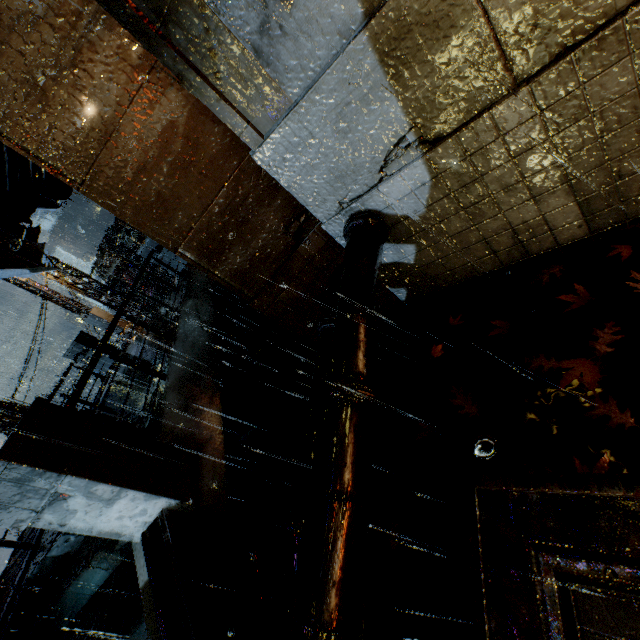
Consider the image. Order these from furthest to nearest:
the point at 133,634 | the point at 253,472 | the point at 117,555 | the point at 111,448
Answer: the point at 253,472 < the point at 117,555 < the point at 133,634 < the point at 111,448

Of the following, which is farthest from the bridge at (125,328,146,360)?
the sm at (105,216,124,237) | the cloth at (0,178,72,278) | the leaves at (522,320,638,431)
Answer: the sm at (105,216,124,237)

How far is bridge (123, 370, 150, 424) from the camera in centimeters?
621cm

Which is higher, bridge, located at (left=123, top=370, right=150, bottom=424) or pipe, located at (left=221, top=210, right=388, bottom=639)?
bridge, located at (left=123, top=370, right=150, bottom=424)

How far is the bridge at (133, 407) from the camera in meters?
6.2 m

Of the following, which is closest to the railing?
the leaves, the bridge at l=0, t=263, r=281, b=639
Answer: the bridge at l=0, t=263, r=281, b=639

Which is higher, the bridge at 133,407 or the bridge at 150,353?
the bridge at 150,353

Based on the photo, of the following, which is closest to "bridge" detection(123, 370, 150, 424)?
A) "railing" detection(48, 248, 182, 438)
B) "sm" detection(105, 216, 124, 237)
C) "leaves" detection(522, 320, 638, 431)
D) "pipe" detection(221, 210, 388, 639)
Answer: "railing" detection(48, 248, 182, 438)
